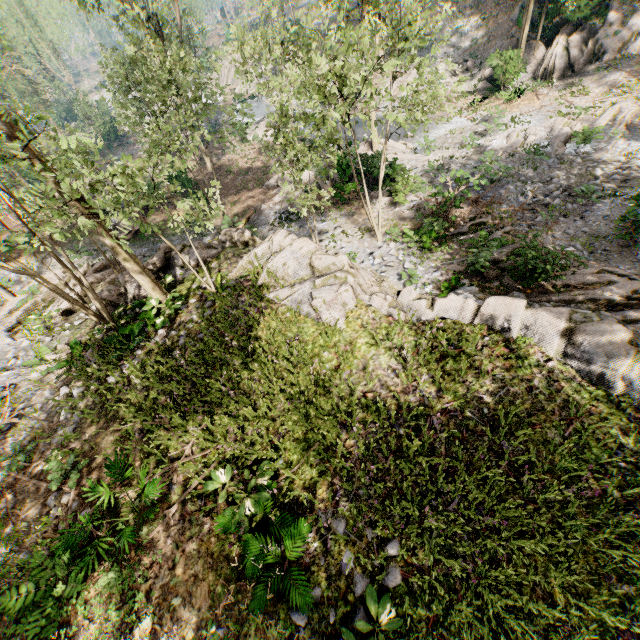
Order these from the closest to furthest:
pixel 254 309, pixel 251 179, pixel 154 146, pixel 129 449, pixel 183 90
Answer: pixel 129 449 → pixel 254 309 → pixel 154 146 → pixel 183 90 → pixel 251 179

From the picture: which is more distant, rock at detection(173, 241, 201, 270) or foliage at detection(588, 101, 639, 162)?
foliage at detection(588, 101, 639, 162)

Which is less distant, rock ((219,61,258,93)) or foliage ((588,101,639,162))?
foliage ((588,101,639,162))

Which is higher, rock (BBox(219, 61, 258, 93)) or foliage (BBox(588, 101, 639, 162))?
rock (BBox(219, 61, 258, 93))

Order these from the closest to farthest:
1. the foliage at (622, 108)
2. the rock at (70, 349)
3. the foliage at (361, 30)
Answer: the foliage at (361, 30) < the rock at (70, 349) < the foliage at (622, 108)

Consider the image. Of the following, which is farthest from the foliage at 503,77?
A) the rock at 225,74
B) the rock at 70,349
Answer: the rock at 70,349

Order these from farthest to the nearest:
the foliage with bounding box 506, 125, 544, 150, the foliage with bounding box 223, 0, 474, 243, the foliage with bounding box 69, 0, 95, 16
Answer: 1. the foliage with bounding box 506, 125, 544, 150
2. the foliage with bounding box 69, 0, 95, 16
3. the foliage with bounding box 223, 0, 474, 243

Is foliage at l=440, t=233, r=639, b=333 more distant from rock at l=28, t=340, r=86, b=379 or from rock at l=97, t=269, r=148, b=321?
rock at l=28, t=340, r=86, b=379
